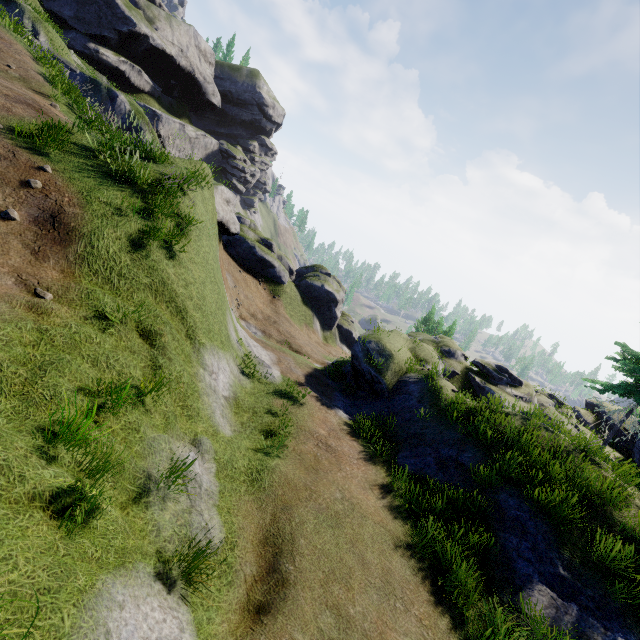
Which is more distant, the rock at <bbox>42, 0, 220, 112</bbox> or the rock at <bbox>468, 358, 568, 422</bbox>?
the rock at <bbox>42, 0, 220, 112</bbox>

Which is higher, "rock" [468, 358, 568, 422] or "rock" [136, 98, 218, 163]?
"rock" [136, 98, 218, 163]

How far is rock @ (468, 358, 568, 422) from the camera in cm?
2000

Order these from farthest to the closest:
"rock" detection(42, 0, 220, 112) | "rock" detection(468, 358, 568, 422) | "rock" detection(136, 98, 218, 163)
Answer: "rock" detection(136, 98, 218, 163) → "rock" detection(42, 0, 220, 112) → "rock" detection(468, 358, 568, 422)

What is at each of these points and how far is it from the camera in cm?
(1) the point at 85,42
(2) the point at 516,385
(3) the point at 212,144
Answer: (1) rock, 3762
(2) rock, 2120
(3) rock, 5769

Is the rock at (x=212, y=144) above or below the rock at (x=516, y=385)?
above

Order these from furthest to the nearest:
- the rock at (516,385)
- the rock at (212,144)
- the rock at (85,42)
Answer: the rock at (212,144), the rock at (85,42), the rock at (516,385)
